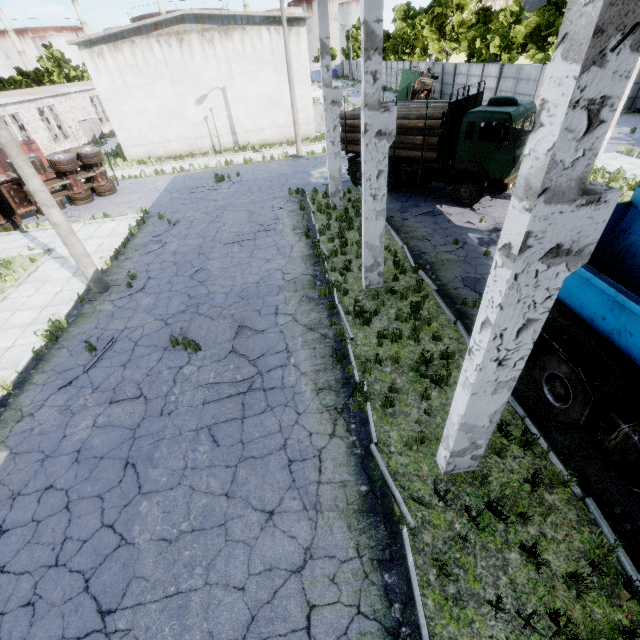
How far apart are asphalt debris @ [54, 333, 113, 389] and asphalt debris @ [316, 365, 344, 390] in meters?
6.2 m

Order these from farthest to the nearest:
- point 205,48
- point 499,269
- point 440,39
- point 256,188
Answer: point 440,39
point 205,48
point 256,188
point 499,269

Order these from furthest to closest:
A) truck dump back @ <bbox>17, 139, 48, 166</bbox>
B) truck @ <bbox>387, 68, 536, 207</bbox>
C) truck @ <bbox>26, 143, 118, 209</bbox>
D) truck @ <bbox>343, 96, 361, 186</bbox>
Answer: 1. truck dump back @ <bbox>17, 139, 48, 166</bbox>
2. truck @ <bbox>26, 143, 118, 209</bbox>
3. truck @ <bbox>343, 96, 361, 186</bbox>
4. truck @ <bbox>387, 68, 536, 207</bbox>

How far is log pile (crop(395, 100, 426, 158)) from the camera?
13.76m

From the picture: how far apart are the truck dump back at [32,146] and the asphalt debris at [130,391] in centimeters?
2503cm

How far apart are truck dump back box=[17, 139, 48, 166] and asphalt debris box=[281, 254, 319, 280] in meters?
23.8

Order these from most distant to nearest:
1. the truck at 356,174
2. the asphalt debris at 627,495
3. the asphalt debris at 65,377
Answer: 1. the truck at 356,174
2. the asphalt debris at 65,377
3. the asphalt debris at 627,495

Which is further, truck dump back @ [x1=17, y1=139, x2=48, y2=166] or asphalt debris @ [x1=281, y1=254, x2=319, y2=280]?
truck dump back @ [x1=17, y1=139, x2=48, y2=166]
